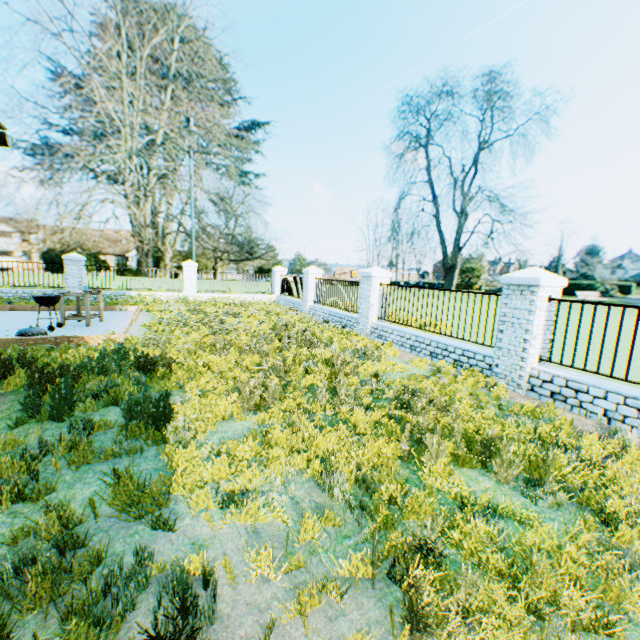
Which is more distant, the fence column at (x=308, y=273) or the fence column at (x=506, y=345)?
the fence column at (x=308, y=273)

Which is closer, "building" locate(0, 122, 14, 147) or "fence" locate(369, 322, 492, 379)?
"building" locate(0, 122, 14, 147)

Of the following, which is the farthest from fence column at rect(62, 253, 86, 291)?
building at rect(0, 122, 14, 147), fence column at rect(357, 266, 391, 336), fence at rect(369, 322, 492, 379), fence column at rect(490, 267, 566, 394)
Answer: fence column at rect(490, 267, 566, 394)

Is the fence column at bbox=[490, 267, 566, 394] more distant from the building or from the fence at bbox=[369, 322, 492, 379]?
the building

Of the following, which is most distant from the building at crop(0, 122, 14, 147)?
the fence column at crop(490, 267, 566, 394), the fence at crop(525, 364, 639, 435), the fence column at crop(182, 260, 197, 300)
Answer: the fence column at crop(182, 260, 197, 300)

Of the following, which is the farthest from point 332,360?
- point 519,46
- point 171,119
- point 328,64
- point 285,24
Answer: point 171,119

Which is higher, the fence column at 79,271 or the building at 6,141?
the building at 6,141

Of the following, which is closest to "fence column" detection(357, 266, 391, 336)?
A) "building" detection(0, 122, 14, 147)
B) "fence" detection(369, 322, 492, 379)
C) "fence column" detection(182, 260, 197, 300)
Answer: "fence" detection(369, 322, 492, 379)
